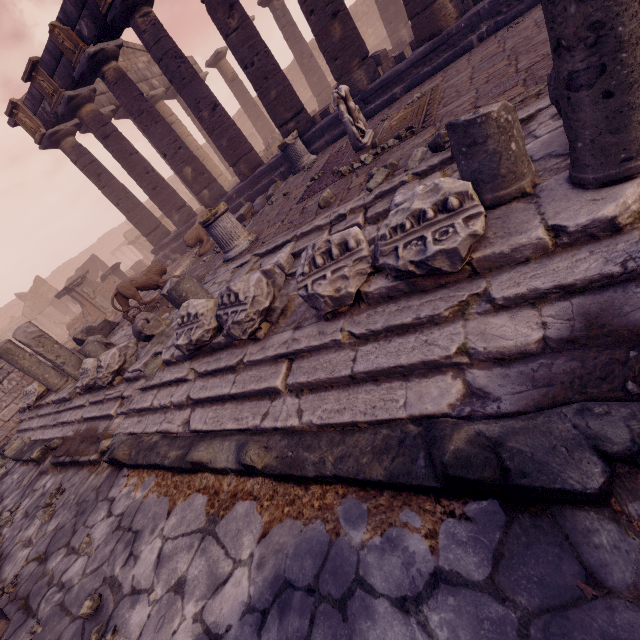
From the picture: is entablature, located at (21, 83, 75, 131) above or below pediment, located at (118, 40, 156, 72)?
below

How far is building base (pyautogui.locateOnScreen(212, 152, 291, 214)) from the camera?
10.5 meters

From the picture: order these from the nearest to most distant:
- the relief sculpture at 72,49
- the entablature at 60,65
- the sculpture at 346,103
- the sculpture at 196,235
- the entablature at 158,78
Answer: the sculpture at 346,103
the relief sculpture at 72,49
the entablature at 60,65
the sculpture at 196,235
the entablature at 158,78

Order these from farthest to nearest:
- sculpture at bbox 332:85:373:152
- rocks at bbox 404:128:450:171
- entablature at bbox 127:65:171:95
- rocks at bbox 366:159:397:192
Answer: entablature at bbox 127:65:171:95 < sculpture at bbox 332:85:373:152 < rocks at bbox 366:159:397:192 < rocks at bbox 404:128:450:171

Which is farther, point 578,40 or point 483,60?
point 483,60

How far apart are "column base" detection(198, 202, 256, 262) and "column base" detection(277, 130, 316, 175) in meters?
3.7

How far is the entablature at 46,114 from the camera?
11.4 meters

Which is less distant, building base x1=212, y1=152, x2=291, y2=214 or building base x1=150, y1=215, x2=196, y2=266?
building base x1=212, y1=152, x2=291, y2=214
